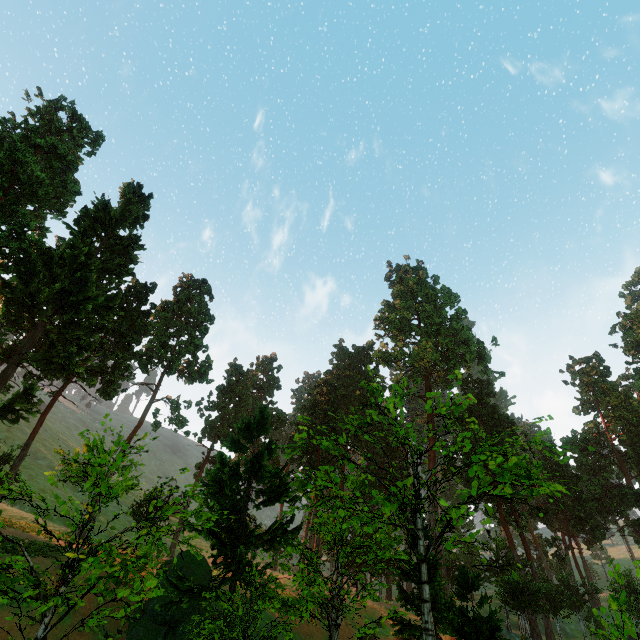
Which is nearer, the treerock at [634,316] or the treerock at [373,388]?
the treerock at [373,388]

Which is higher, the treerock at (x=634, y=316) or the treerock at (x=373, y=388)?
the treerock at (x=634, y=316)

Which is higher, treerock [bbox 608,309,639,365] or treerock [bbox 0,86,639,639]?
treerock [bbox 608,309,639,365]

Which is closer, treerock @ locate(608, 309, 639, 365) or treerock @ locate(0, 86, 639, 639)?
treerock @ locate(0, 86, 639, 639)

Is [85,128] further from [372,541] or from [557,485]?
[557,485]
